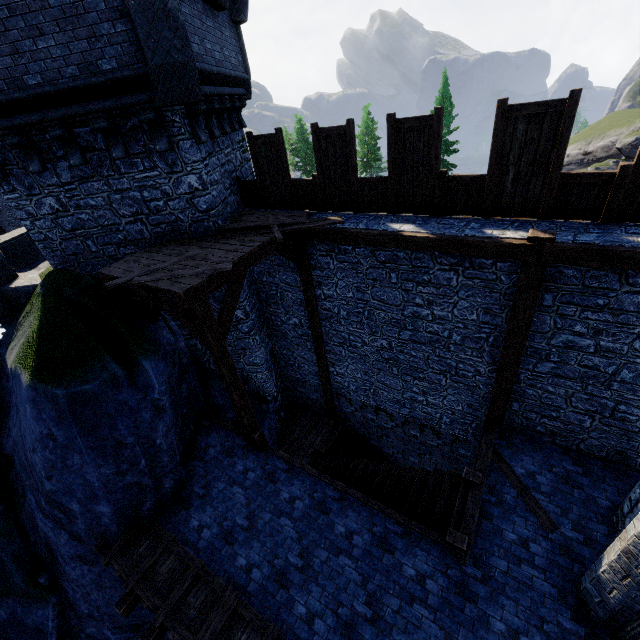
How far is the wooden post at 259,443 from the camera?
8.2m

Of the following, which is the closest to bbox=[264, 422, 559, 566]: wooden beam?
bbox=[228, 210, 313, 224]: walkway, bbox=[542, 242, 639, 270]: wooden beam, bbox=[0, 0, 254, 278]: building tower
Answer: bbox=[228, 210, 313, 224]: walkway

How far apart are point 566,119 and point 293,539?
9.25m

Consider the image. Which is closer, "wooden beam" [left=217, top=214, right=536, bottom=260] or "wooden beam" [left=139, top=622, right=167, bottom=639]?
"wooden beam" [left=217, top=214, right=536, bottom=260]

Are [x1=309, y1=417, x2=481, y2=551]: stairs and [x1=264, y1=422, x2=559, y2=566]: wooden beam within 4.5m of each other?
yes

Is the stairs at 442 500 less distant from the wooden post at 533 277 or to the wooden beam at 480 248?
the wooden post at 533 277

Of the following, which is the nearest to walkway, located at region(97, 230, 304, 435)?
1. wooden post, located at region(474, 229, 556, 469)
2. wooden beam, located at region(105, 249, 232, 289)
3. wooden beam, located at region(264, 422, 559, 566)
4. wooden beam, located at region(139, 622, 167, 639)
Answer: wooden beam, located at region(105, 249, 232, 289)

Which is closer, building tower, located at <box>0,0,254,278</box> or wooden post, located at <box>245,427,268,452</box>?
building tower, located at <box>0,0,254,278</box>
